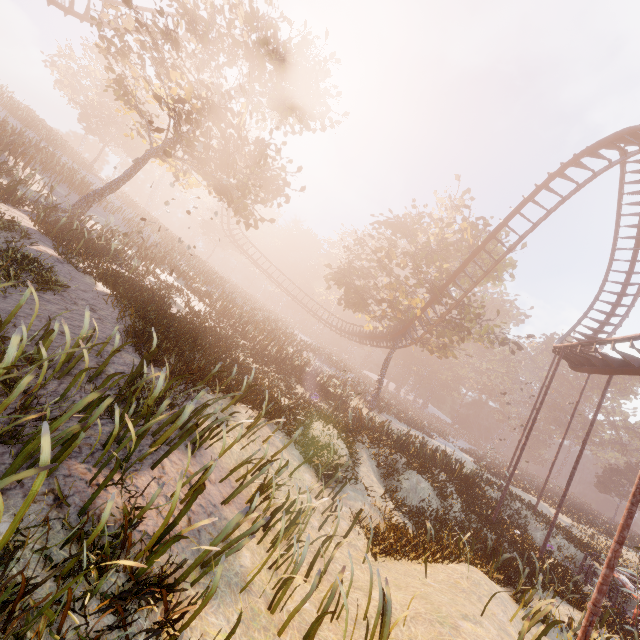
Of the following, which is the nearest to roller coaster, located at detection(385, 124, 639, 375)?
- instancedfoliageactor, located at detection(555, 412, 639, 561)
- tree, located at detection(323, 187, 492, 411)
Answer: tree, located at detection(323, 187, 492, 411)

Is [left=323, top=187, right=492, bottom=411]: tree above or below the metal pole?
above

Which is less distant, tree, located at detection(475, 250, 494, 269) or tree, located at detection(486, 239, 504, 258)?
tree, located at detection(486, 239, 504, 258)

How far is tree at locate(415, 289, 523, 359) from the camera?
23.8 meters

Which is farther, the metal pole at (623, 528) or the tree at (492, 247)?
the tree at (492, 247)

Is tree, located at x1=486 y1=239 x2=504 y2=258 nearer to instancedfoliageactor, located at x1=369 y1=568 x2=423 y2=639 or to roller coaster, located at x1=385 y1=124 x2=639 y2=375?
roller coaster, located at x1=385 y1=124 x2=639 y2=375

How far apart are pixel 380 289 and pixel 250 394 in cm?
1707

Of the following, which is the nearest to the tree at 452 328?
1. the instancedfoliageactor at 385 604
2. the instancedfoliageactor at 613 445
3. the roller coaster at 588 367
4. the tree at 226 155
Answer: the roller coaster at 588 367
